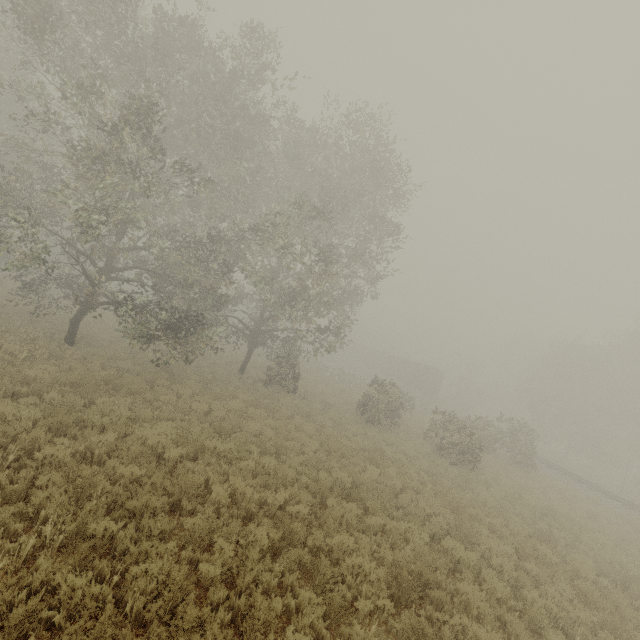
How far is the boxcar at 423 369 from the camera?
45.5m

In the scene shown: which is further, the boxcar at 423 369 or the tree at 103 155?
the boxcar at 423 369

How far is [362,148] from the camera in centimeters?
1827cm

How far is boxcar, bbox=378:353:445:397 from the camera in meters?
45.5

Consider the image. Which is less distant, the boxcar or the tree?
the tree
